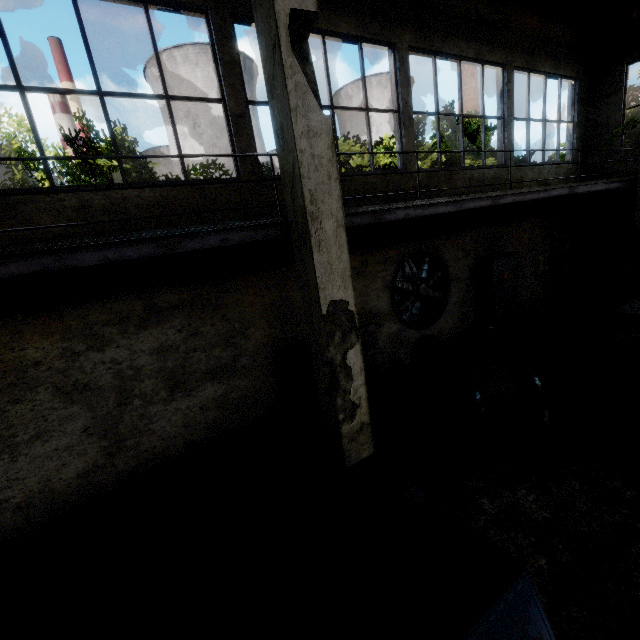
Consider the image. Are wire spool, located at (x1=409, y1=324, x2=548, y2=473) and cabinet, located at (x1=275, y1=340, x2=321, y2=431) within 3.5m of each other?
yes

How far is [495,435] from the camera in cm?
430

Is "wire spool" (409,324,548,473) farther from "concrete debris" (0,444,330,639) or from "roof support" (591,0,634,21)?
"roof support" (591,0,634,21)

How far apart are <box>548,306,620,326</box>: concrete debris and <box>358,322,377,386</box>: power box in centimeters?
653cm

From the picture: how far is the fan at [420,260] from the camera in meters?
8.1 m

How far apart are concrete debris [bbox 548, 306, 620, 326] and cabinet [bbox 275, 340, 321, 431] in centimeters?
835cm

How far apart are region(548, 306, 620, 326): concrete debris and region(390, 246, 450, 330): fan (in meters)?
4.12

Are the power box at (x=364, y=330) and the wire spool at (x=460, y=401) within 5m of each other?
yes
